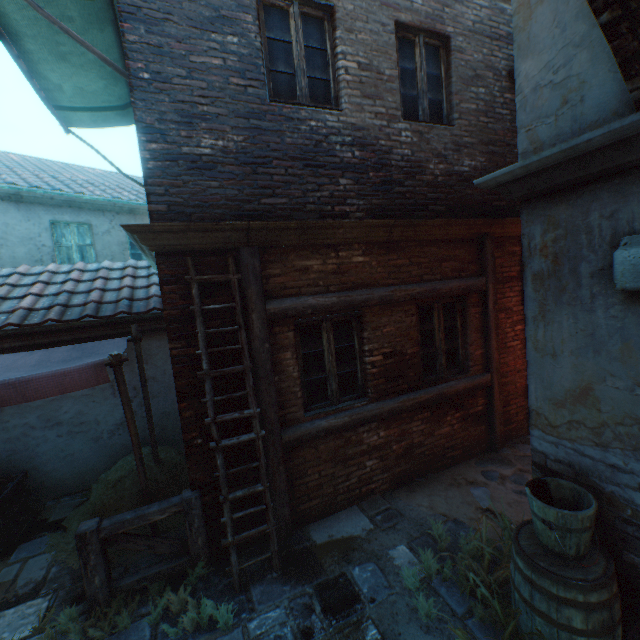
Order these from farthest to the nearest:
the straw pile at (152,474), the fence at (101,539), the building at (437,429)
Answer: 1. the straw pile at (152,474)
2. the building at (437,429)
3. the fence at (101,539)

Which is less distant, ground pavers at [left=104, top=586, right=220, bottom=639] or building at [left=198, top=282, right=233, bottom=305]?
ground pavers at [left=104, top=586, right=220, bottom=639]

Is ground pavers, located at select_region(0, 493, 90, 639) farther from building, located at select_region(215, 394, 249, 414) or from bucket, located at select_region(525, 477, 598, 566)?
bucket, located at select_region(525, 477, 598, 566)

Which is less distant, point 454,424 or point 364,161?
point 364,161

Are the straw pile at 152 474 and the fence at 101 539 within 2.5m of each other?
yes

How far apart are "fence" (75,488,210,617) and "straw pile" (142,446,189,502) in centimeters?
68cm

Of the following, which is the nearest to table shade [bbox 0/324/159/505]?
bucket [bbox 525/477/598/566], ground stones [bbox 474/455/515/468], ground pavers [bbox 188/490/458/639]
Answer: ground pavers [bbox 188/490/458/639]
